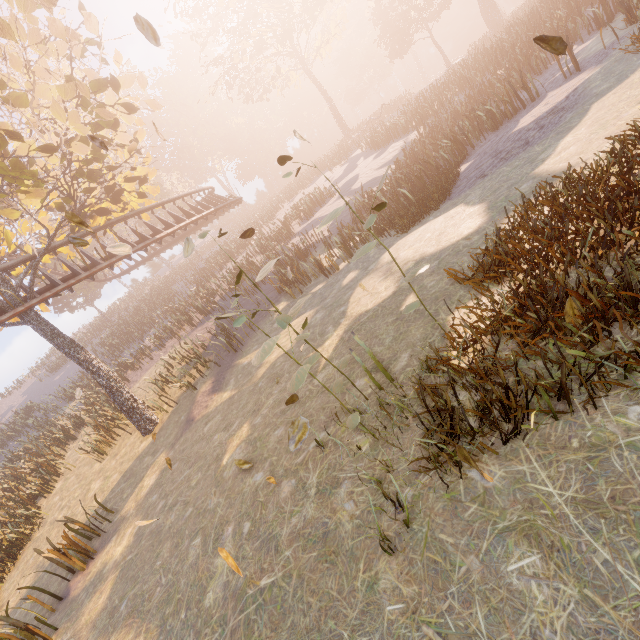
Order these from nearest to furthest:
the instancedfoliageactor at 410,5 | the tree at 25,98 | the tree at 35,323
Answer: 1. the instancedfoliageactor at 410,5
2. the tree at 25,98
3. the tree at 35,323

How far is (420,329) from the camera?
5.2m

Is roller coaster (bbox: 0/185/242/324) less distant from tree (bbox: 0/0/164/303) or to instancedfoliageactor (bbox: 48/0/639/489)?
tree (bbox: 0/0/164/303)

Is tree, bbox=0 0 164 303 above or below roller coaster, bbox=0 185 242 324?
above

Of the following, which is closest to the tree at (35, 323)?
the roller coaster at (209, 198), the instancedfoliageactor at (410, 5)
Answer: the roller coaster at (209, 198)

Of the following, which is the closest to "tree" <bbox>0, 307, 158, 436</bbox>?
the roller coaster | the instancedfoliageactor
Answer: the roller coaster
